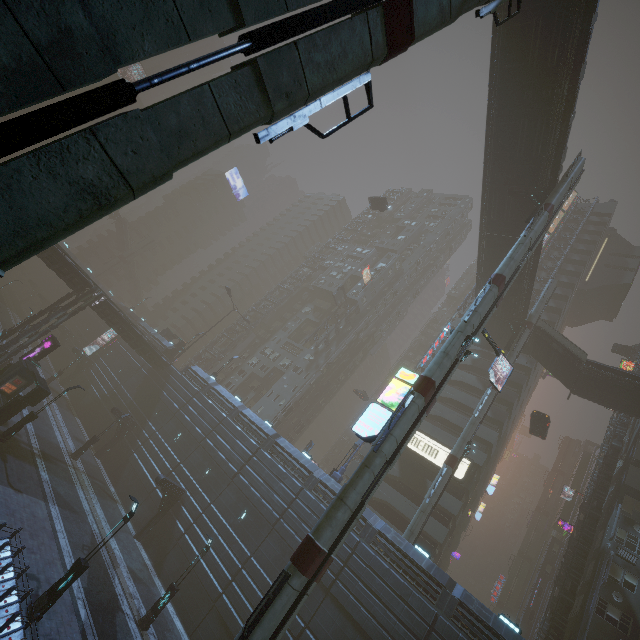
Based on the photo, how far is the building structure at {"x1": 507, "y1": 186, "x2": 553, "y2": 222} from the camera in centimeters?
2540cm

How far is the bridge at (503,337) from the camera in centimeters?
3953cm

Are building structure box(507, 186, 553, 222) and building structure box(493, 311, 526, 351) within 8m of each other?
no

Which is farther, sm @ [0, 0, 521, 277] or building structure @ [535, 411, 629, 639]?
building structure @ [535, 411, 629, 639]

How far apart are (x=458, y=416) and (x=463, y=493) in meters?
8.5 m

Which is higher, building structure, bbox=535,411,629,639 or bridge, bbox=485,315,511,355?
bridge, bbox=485,315,511,355

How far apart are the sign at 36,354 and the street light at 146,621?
22.68m

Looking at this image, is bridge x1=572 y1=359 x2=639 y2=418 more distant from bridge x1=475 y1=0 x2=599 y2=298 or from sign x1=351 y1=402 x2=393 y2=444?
sign x1=351 y1=402 x2=393 y2=444
